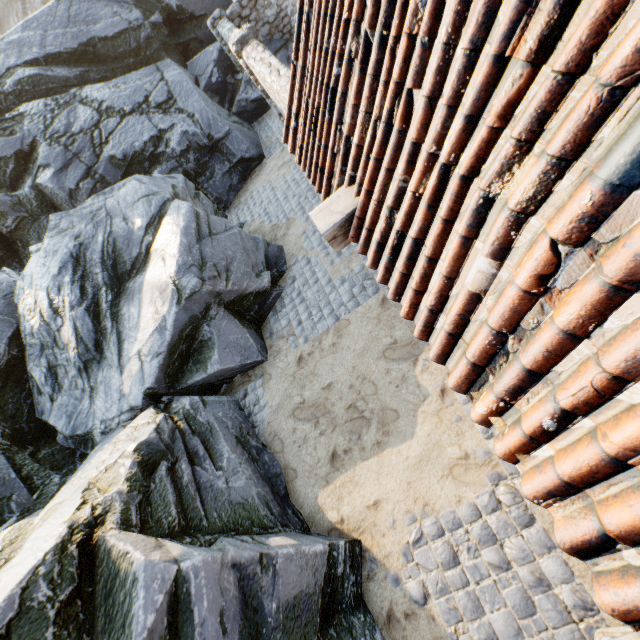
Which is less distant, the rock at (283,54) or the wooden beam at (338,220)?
the wooden beam at (338,220)

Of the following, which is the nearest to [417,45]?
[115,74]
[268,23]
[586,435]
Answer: [586,435]

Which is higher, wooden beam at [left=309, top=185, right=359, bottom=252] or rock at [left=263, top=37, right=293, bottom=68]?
wooden beam at [left=309, top=185, right=359, bottom=252]

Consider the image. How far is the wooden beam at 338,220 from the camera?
2.62m

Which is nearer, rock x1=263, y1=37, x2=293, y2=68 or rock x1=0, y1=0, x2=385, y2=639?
rock x1=0, y1=0, x2=385, y2=639

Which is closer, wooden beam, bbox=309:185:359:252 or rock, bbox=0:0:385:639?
wooden beam, bbox=309:185:359:252

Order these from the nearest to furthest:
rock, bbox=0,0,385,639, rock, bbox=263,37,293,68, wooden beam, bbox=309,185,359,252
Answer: wooden beam, bbox=309,185,359,252 → rock, bbox=0,0,385,639 → rock, bbox=263,37,293,68
